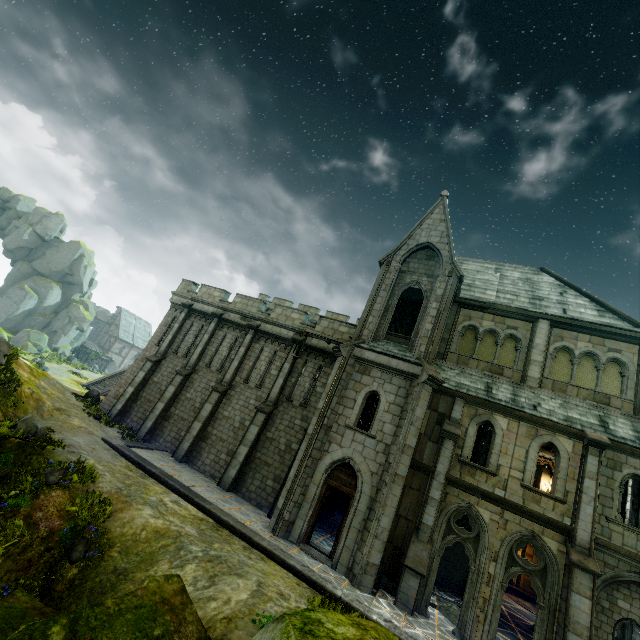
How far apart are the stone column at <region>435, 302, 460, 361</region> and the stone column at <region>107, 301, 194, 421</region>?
17.04m

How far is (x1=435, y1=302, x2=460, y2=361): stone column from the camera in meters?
17.0 m

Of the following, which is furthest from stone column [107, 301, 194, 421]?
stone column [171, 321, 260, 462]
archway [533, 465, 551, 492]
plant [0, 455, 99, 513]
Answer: archway [533, 465, 551, 492]

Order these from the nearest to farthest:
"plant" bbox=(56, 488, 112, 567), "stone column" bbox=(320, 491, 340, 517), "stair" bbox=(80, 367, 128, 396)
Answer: "plant" bbox=(56, 488, 112, 567), "stone column" bbox=(320, 491, 340, 517), "stair" bbox=(80, 367, 128, 396)

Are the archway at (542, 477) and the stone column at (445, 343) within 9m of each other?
no

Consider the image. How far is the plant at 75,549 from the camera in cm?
860

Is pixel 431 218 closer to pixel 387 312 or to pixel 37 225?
pixel 387 312

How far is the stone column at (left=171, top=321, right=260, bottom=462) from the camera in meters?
18.0 m
